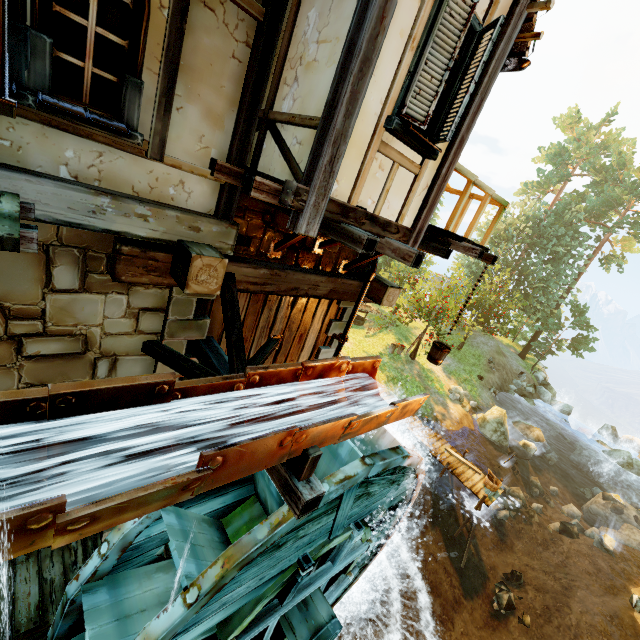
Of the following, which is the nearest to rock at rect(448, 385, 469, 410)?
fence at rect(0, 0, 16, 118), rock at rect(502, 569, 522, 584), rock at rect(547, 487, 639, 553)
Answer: rock at rect(547, 487, 639, 553)

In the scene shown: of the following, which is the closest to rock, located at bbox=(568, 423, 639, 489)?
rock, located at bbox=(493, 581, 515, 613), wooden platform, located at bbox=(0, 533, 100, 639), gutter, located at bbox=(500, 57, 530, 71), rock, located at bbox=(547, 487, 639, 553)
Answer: rock, located at bbox=(547, 487, 639, 553)

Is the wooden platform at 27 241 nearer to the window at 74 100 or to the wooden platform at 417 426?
the window at 74 100

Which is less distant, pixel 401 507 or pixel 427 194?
pixel 427 194

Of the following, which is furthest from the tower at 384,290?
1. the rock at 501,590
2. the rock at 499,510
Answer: the rock at 499,510

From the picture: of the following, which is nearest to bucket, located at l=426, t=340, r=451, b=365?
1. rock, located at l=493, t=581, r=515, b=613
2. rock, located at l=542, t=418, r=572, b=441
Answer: rock, located at l=493, t=581, r=515, b=613

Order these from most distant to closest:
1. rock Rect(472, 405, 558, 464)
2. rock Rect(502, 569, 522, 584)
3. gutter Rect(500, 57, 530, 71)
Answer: rock Rect(472, 405, 558, 464) → rock Rect(502, 569, 522, 584) → gutter Rect(500, 57, 530, 71)

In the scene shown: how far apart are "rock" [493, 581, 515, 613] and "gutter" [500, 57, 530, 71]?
16.35m
